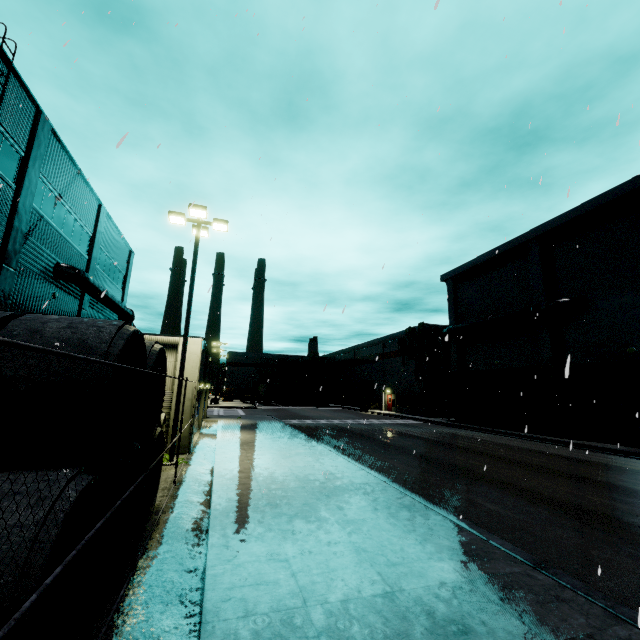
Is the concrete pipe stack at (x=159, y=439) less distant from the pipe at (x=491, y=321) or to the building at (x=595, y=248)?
the building at (x=595, y=248)

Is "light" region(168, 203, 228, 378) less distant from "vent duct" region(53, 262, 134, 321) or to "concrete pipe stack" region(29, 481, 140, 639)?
"concrete pipe stack" region(29, 481, 140, 639)

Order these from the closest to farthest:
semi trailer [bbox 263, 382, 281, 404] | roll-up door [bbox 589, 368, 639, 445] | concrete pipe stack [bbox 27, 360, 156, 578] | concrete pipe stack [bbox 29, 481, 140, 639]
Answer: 1. concrete pipe stack [bbox 27, 360, 156, 578]
2. concrete pipe stack [bbox 29, 481, 140, 639]
3. roll-up door [bbox 589, 368, 639, 445]
4. semi trailer [bbox 263, 382, 281, 404]

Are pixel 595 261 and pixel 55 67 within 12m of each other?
no

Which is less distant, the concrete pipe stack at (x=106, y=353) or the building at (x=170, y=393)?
the concrete pipe stack at (x=106, y=353)

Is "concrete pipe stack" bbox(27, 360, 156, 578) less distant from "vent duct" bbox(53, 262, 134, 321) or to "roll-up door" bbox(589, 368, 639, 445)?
"roll-up door" bbox(589, 368, 639, 445)

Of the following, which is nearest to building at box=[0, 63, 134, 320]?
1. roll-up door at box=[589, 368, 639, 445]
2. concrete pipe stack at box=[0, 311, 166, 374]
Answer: roll-up door at box=[589, 368, 639, 445]

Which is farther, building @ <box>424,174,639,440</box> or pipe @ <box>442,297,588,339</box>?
pipe @ <box>442,297,588,339</box>
